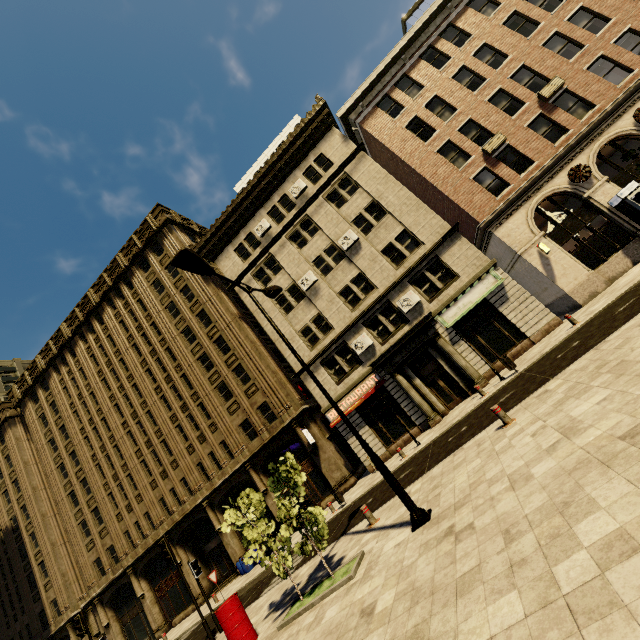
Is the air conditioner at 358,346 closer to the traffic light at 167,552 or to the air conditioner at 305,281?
the air conditioner at 305,281

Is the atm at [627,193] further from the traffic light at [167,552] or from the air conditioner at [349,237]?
the traffic light at [167,552]

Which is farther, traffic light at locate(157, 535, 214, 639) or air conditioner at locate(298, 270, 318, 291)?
air conditioner at locate(298, 270, 318, 291)

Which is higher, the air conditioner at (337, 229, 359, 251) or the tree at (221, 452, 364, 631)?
the air conditioner at (337, 229, 359, 251)

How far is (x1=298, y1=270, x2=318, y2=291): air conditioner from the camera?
22.7m

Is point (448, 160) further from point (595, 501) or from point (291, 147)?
point (595, 501)

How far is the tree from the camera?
7.63m

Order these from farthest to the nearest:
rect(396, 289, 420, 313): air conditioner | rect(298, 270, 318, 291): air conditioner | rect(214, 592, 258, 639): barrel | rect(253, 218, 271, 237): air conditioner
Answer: rect(253, 218, 271, 237): air conditioner → rect(298, 270, 318, 291): air conditioner → rect(396, 289, 420, 313): air conditioner → rect(214, 592, 258, 639): barrel
